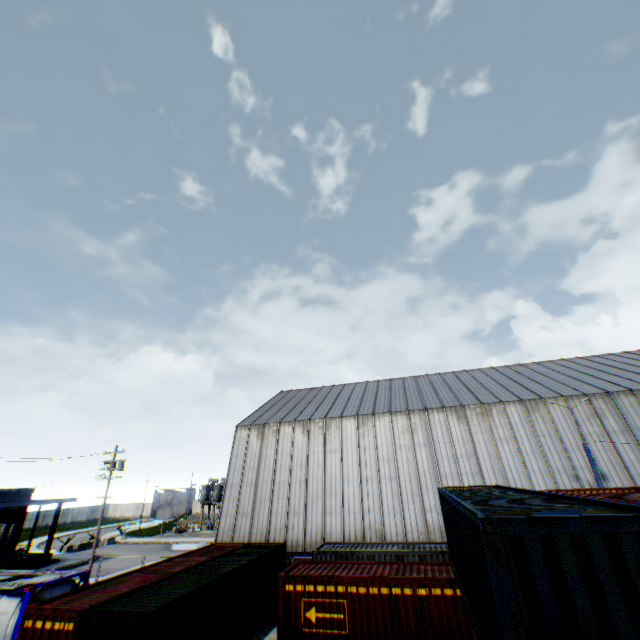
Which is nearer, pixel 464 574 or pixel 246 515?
pixel 464 574

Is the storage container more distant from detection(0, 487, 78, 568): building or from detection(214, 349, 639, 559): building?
detection(0, 487, 78, 568): building

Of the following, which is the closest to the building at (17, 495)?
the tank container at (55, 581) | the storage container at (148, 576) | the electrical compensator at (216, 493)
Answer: the tank container at (55, 581)

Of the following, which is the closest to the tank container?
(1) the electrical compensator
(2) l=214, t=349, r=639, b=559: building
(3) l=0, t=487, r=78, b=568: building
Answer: (2) l=214, t=349, r=639, b=559: building

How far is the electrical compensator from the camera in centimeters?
5333cm

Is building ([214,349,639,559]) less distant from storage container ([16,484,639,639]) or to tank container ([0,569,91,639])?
storage container ([16,484,639,639])

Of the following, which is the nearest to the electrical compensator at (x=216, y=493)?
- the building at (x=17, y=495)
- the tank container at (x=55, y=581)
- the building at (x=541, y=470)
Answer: the building at (x=541, y=470)
